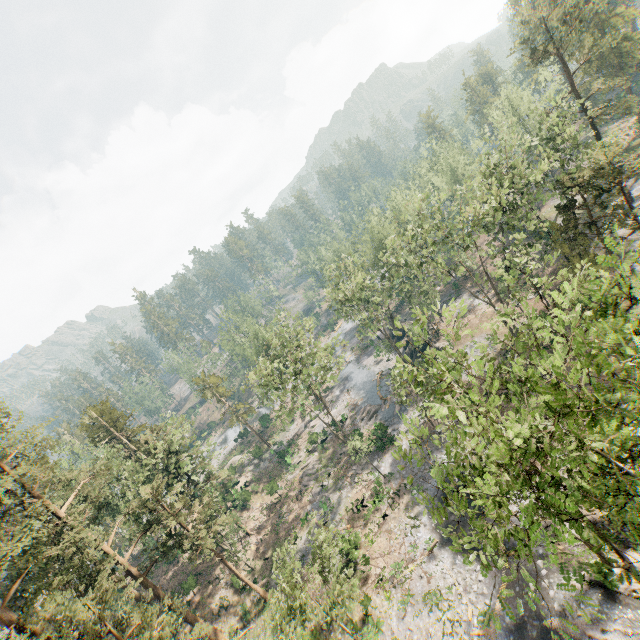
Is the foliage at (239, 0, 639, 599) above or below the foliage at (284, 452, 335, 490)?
above

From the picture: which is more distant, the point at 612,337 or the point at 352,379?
the point at 352,379

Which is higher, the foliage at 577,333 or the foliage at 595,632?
the foliage at 577,333

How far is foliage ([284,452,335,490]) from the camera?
42.5 meters

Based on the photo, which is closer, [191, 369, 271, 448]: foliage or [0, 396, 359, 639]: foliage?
[0, 396, 359, 639]: foliage

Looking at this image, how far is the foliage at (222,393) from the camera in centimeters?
5338cm
